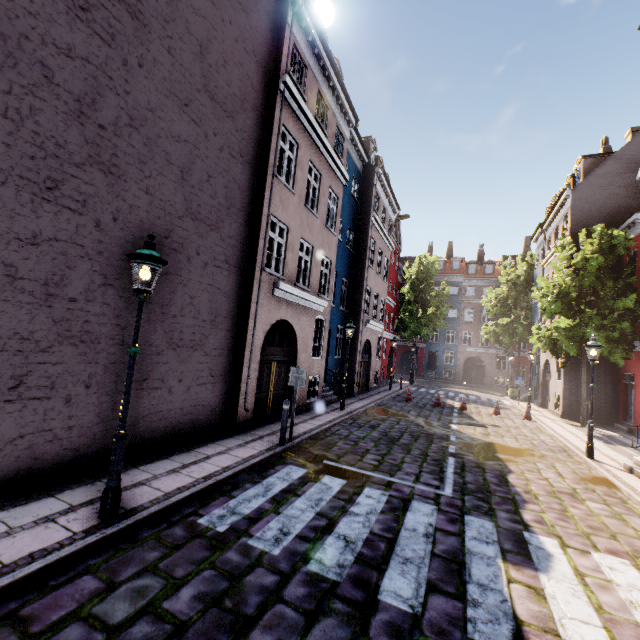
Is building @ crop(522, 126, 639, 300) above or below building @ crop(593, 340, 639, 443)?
above

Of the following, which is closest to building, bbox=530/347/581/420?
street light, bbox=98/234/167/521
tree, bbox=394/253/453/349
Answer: street light, bbox=98/234/167/521

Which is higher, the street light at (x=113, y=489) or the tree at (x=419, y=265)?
the tree at (x=419, y=265)

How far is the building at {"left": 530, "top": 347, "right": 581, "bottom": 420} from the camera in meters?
18.0 m

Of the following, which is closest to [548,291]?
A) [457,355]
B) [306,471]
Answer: [306,471]

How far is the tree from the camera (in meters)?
31.69

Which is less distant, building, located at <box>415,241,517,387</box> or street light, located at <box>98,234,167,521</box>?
street light, located at <box>98,234,167,521</box>

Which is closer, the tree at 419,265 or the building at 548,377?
the building at 548,377
